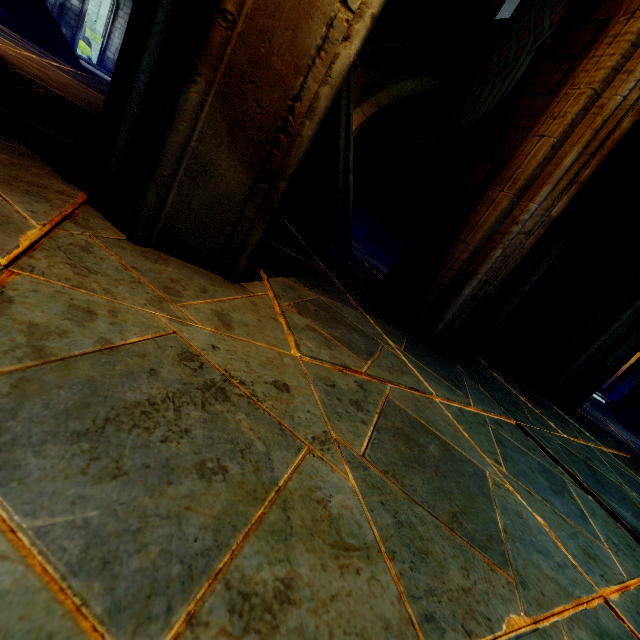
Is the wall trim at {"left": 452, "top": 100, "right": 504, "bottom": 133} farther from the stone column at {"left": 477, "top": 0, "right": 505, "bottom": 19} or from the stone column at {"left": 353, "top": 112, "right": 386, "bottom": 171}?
the stone column at {"left": 477, "top": 0, "right": 505, "bottom": 19}

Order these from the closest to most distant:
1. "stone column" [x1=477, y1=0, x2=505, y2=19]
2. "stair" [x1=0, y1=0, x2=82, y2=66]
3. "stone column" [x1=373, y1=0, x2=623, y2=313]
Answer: "stone column" [x1=373, y1=0, x2=623, y2=313] → "stair" [x1=0, y1=0, x2=82, y2=66] → "stone column" [x1=477, y1=0, x2=505, y2=19]

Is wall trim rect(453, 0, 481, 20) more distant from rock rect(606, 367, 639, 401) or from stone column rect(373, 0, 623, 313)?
rock rect(606, 367, 639, 401)

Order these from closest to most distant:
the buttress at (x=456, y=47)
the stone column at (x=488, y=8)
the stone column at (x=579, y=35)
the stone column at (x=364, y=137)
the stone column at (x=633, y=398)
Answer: the stone column at (x=579, y=35)
the stone column at (x=633, y=398)
the buttress at (x=456, y=47)
the stone column at (x=488, y=8)
the stone column at (x=364, y=137)

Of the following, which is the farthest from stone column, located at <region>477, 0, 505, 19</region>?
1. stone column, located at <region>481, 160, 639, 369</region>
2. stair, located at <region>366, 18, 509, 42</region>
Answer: stone column, located at <region>481, 160, 639, 369</region>

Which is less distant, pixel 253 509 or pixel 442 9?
pixel 253 509

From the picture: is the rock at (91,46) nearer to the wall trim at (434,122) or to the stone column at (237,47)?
the wall trim at (434,122)

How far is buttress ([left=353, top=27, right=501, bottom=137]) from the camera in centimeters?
1093cm
